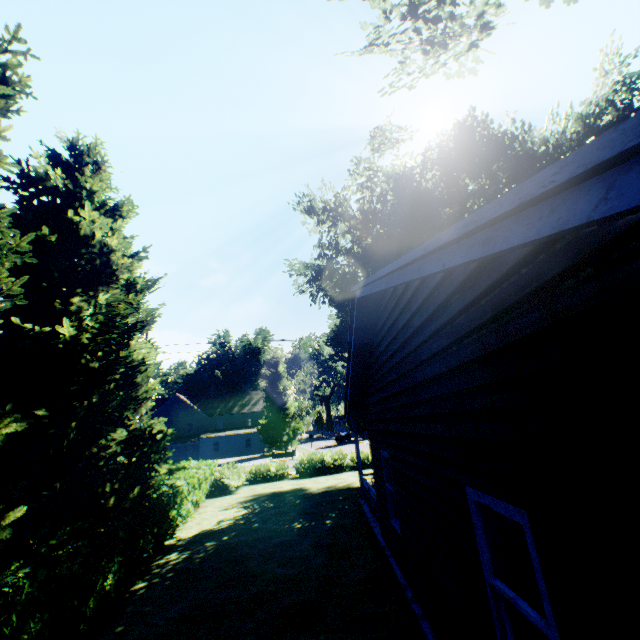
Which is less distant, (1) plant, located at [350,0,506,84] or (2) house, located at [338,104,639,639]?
(2) house, located at [338,104,639,639]

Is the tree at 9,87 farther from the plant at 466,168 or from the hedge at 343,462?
the plant at 466,168

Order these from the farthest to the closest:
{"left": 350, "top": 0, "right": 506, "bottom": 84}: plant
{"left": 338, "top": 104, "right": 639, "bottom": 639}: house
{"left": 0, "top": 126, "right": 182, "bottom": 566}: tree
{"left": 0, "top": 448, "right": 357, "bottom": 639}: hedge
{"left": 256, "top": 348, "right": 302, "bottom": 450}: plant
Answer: {"left": 256, "top": 348, "right": 302, "bottom": 450}: plant < {"left": 350, "top": 0, "right": 506, "bottom": 84}: plant < {"left": 0, "top": 126, "right": 182, "bottom": 566}: tree < {"left": 0, "top": 448, "right": 357, "bottom": 639}: hedge < {"left": 338, "top": 104, "right": 639, "bottom": 639}: house

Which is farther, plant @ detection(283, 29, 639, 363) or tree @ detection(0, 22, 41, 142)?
plant @ detection(283, 29, 639, 363)

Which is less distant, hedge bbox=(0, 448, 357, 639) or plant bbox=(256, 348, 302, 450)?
hedge bbox=(0, 448, 357, 639)

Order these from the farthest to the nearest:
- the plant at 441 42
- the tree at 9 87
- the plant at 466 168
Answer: the plant at 466 168 < the plant at 441 42 < the tree at 9 87

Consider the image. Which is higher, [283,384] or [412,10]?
[412,10]

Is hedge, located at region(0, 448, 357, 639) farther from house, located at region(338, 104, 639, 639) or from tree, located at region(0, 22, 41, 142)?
house, located at region(338, 104, 639, 639)
